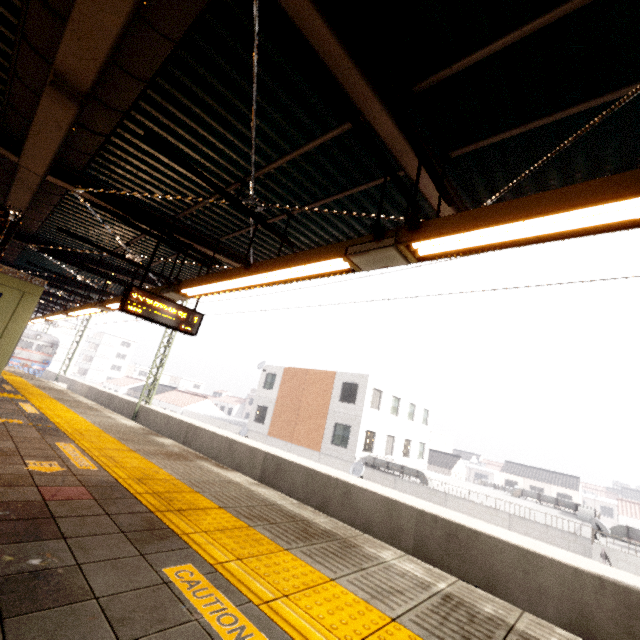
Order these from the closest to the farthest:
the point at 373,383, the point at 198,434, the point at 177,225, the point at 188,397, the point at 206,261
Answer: the point at 177,225, the point at 206,261, the point at 198,434, the point at 373,383, the point at 188,397

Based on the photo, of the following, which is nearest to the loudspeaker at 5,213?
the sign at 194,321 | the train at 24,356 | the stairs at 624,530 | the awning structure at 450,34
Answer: the awning structure at 450,34

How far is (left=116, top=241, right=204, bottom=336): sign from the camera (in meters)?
5.87

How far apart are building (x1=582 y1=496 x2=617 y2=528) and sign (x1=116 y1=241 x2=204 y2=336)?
70.3m

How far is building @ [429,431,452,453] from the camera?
43.7m

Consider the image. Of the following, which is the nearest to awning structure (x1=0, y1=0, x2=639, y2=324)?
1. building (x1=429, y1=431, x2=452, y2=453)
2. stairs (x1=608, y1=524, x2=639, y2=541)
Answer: stairs (x1=608, y1=524, x2=639, y2=541)

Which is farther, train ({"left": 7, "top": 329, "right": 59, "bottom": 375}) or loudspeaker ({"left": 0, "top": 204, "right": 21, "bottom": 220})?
train ({"left": 7, "top": 329, "right": 59, "bottom": 375})

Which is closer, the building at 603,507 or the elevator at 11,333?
the elevator at 11,333
